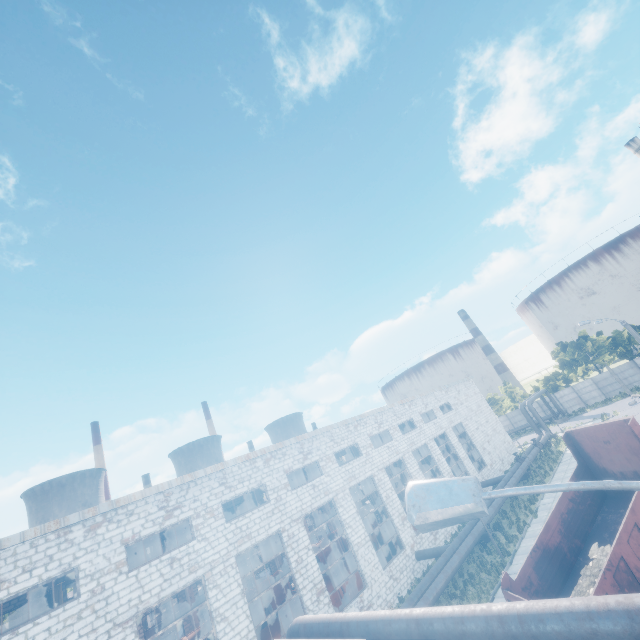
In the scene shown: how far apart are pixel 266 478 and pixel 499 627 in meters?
15.8 m

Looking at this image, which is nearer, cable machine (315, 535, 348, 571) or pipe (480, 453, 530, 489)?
pipe (480, 453, 530, 489)

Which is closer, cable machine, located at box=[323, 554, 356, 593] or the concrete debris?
the concrete debris

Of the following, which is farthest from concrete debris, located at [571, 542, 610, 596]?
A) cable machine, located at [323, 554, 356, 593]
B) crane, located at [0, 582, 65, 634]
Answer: crane, located at [0, 582, 65, 634]

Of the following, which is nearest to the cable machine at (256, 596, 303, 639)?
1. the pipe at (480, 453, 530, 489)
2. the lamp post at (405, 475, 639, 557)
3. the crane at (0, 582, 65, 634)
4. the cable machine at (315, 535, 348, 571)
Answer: the pipe at (480, 453, 530, 489)

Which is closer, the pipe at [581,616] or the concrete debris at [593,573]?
the pipe at [581,616]

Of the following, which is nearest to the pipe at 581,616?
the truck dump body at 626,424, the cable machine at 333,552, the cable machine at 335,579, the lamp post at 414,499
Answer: the lamp post at 414,499
